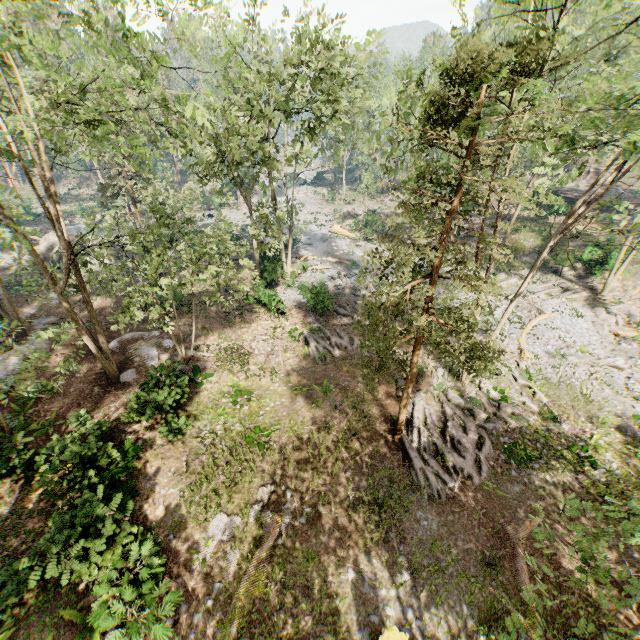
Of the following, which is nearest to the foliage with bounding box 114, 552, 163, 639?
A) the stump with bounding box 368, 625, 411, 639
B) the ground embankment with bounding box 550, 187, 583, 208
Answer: the ground embankment with bounding box 550, 187, 583, 208

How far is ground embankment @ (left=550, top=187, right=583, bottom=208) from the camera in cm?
3790

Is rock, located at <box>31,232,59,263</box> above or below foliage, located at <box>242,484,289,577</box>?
above

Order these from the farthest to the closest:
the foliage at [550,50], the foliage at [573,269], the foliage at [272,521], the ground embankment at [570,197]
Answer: the ground embankment at [570,197]
the foliage at [573,269]
the foliage at [272,521]
the foliage at [550,50]

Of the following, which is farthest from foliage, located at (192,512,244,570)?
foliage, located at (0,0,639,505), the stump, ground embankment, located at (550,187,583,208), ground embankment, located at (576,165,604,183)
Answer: ground embankment, located at (576,165,604,183)

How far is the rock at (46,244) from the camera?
32.12m

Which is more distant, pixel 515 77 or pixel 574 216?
pixel 574 216

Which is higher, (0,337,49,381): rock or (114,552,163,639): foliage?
(114,552,163,639): foliage
